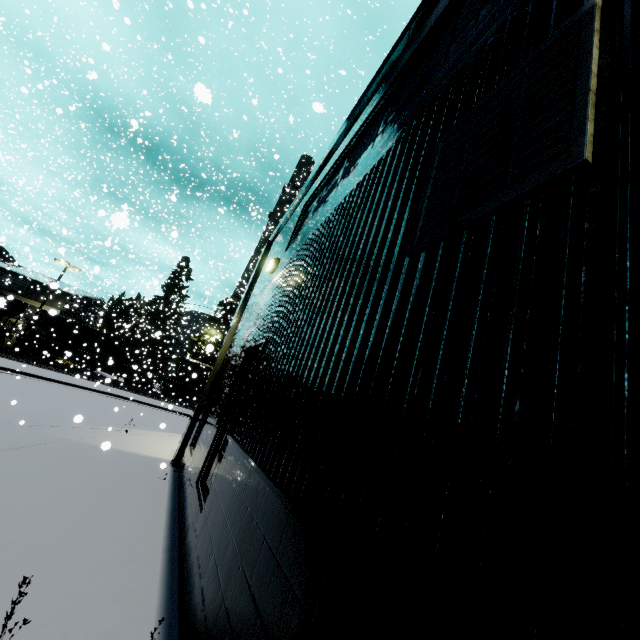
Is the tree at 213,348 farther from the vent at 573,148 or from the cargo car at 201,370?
the vent at 573,148

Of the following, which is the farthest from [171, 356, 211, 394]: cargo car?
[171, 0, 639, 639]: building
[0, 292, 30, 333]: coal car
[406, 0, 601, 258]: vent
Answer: [406, 0, 601, 258]: vent

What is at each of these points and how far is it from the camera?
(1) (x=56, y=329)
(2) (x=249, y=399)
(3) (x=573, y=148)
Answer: (1) coal car, 29.83m
(2) building, 4.52m
(3) vent, 1.21m

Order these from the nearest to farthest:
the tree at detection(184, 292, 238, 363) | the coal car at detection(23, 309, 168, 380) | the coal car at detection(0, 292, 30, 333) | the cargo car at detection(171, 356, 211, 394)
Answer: the coal car at detection(0, 292, 30, 333), the coal car at detection(23, 309, 168, 380), the tree at detection(184, 292, 238, 363), the cargo car at detection(171, 356, 211, 394)

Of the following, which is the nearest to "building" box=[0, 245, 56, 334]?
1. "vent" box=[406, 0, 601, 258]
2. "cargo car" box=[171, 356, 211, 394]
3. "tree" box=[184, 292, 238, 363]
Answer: "vent" box=[406, 0, 601, 258]

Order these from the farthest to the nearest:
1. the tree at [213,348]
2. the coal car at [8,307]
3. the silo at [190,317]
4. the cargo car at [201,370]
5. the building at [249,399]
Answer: the silo at [190,317] < the cargo car at [201,370] < the tree at [213,348] < the coal car at [8,307] < the building at [249,399]

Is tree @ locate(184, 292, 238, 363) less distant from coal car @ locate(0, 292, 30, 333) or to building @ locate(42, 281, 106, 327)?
coal car @ locate(0, 292, 30, 333)
